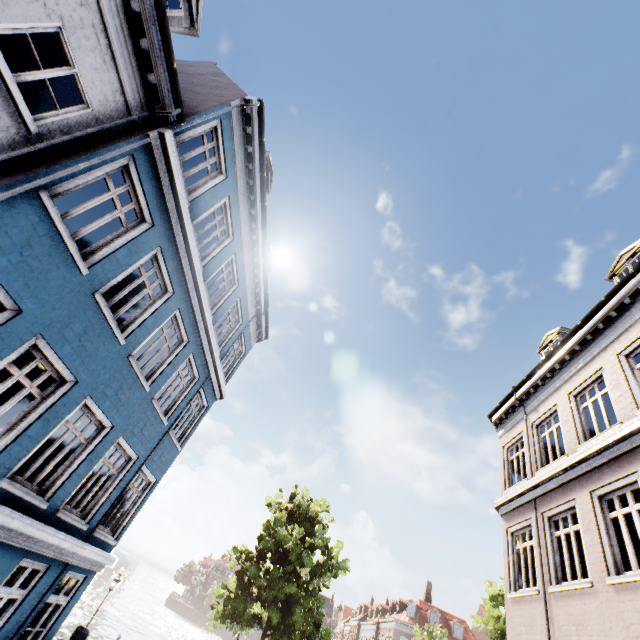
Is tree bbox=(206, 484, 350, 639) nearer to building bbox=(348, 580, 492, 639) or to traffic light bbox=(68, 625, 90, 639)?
building bbox=(348, 580, 492, 639)

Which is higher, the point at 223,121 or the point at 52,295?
the point at 223,121

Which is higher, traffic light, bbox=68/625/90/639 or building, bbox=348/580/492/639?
building, bbox=348/580/492/639

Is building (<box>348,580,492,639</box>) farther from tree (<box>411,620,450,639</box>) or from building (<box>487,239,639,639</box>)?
building (<box>487,239,639,639</box>)

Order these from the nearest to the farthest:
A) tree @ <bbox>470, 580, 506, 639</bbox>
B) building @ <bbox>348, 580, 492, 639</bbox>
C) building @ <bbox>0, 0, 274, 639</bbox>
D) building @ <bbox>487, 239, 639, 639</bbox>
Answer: building @ <bbox>0, 0, 274, 639</bbox> → building @ <bbox>487, 239, 639, 639</bbox> → tree @ <bbox>470, 580, 506, 639</bbox> → building @ <bbox>348, 580, 492, 639</bbox>

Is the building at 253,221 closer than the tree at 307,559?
Yes

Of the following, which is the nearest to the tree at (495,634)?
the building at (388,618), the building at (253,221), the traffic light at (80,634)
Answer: the building at (388,618)

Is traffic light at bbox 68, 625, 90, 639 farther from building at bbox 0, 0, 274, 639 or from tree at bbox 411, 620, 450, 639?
tree at bbox 411, 620, 450, 639
